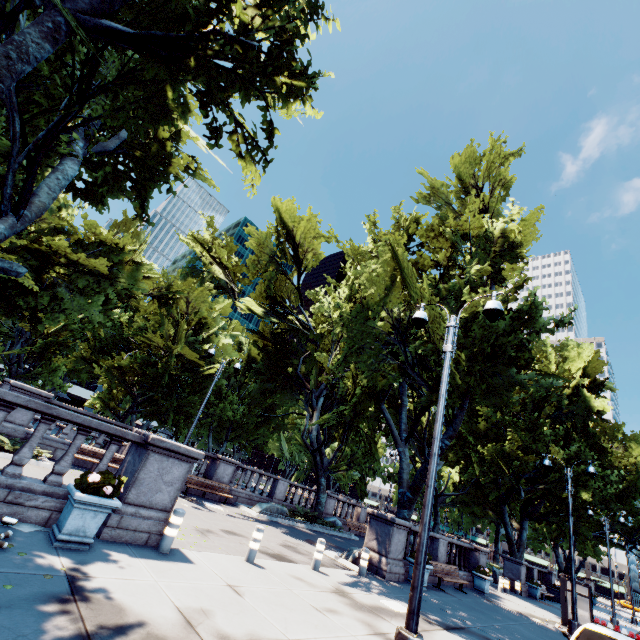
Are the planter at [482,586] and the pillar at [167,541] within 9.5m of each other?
no

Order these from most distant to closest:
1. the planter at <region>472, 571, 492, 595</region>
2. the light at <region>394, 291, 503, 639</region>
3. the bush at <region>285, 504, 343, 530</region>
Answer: the bush at <region>285, 504, 343, 530</region> → the planter at <region>472, 571, 492, 595</region> → the light at <region>394, 291, 503, 639</region>

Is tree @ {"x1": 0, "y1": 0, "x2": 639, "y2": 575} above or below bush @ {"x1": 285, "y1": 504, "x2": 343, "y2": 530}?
above

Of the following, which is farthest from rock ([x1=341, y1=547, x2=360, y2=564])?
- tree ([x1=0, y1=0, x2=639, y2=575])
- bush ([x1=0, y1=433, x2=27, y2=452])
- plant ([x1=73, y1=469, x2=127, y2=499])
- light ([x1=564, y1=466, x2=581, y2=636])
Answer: bush ([x1=0, y1=433, x2=27, y2=452])

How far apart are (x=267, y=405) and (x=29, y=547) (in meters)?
50.38

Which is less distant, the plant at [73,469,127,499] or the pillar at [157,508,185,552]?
the plant at [73,469,127,499]

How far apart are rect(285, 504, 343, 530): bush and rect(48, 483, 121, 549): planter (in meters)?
16.33

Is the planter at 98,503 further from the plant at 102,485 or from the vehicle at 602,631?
the vehicle at 602,631
